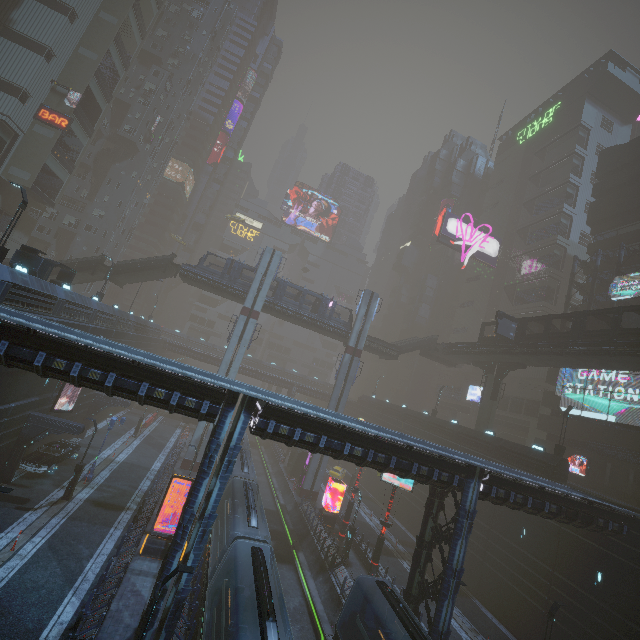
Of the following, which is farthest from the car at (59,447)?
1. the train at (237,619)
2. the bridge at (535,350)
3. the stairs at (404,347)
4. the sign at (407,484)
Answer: the bridge at (535,350)

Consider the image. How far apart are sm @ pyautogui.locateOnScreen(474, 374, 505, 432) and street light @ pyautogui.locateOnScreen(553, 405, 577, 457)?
9.4 meters

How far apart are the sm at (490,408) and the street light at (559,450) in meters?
9.4

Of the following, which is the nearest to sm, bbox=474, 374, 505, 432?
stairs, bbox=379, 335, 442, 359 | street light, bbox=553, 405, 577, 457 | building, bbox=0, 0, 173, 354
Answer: building, bbox=0, 0, 173, 354

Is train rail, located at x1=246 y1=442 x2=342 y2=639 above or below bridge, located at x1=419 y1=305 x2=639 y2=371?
A: below

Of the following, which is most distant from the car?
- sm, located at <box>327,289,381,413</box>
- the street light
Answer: the street light

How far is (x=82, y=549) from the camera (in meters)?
18.84

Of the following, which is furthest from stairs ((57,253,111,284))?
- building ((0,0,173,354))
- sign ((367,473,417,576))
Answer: sign ((367,473,417,576))
